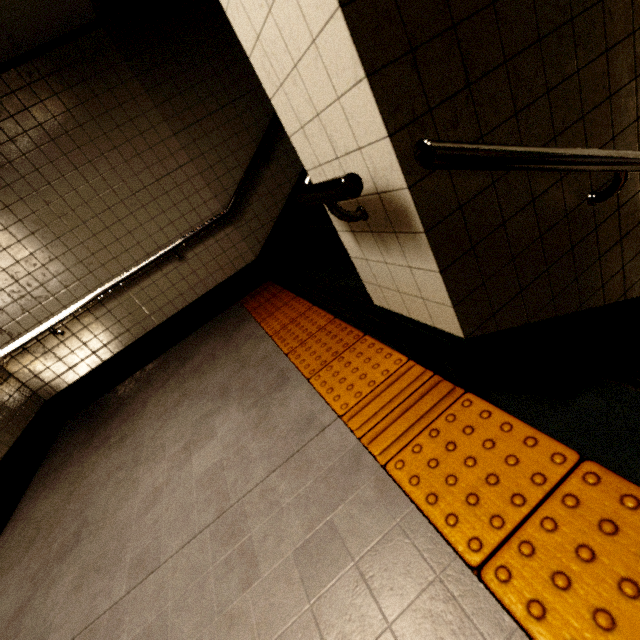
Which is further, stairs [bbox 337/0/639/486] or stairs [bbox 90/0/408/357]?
stairs [bbox 90/0/408/357]

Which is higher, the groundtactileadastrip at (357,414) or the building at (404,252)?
the building at (404,252)

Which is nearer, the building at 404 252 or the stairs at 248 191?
the building at 404 252

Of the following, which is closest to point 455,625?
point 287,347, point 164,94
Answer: point 287,347

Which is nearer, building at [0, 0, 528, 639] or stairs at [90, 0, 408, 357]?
building at [0, 0, 528, 639]

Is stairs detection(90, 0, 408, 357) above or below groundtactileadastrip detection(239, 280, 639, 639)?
above

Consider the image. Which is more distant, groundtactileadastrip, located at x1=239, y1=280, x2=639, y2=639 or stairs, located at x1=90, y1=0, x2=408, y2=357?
stairs, located at x1=90, y1=0, x2=408, y2=357

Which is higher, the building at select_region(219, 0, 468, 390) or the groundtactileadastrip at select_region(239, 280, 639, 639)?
the building at select_region(219, 0, 468, 390)
